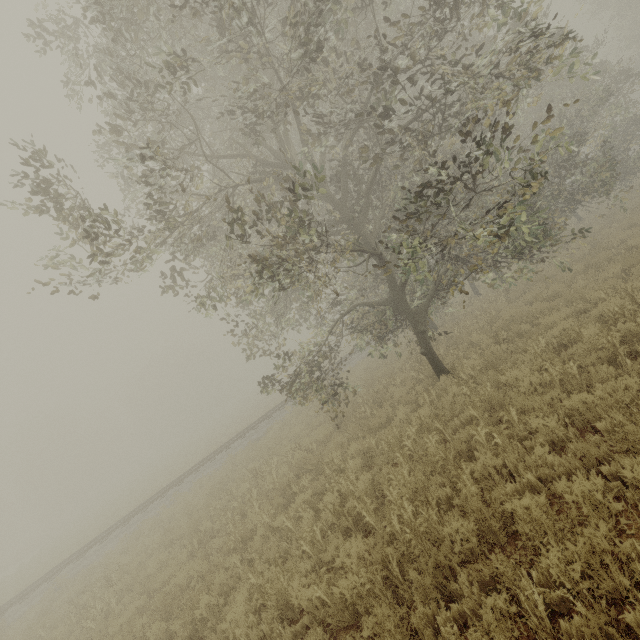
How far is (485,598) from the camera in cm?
391

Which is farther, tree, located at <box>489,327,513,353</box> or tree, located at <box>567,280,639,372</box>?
tree, located at <box>489,327,513,353</box>

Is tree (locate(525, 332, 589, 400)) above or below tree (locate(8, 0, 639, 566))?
below

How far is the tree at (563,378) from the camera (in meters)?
6.33

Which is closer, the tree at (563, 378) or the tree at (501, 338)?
the tree at (563, 378)

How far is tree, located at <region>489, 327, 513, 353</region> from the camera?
9.74m
